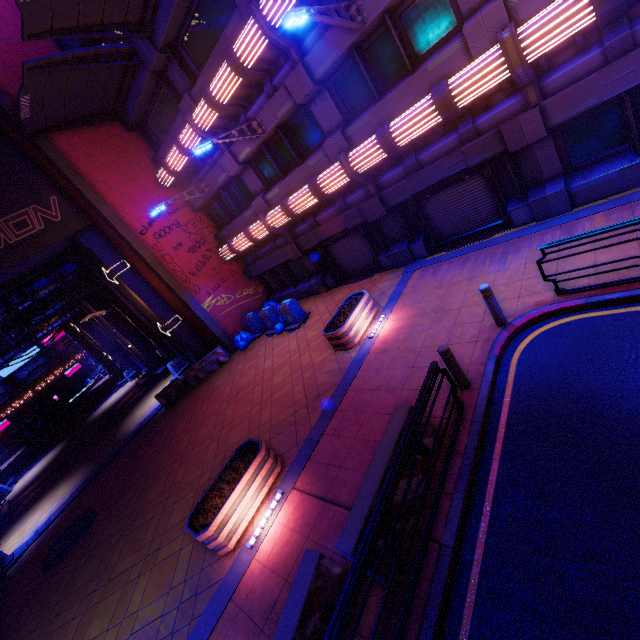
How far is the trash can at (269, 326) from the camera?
14.7m

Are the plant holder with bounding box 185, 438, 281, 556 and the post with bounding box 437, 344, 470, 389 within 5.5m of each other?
yes

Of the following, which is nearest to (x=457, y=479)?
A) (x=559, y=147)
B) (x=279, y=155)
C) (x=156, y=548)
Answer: (x=156, y=548)

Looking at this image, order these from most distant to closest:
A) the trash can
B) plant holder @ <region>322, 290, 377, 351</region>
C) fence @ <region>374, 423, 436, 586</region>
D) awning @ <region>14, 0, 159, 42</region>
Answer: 1. the trash can
2. plant holder @ <region>322, 290, 377, 351</region>
3. awning @ <region>14, 0, 159, 42</region>
4. fence @ <region>374, 423, 436, 586</region>

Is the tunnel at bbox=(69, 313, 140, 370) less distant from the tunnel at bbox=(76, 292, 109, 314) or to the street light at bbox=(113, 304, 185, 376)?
the tunnel at bbox=(76, 292, 109, 314)

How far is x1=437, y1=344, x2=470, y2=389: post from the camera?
6.0m

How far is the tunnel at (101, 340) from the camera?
29.2m

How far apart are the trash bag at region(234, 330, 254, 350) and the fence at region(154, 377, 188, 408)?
3.3 meters
